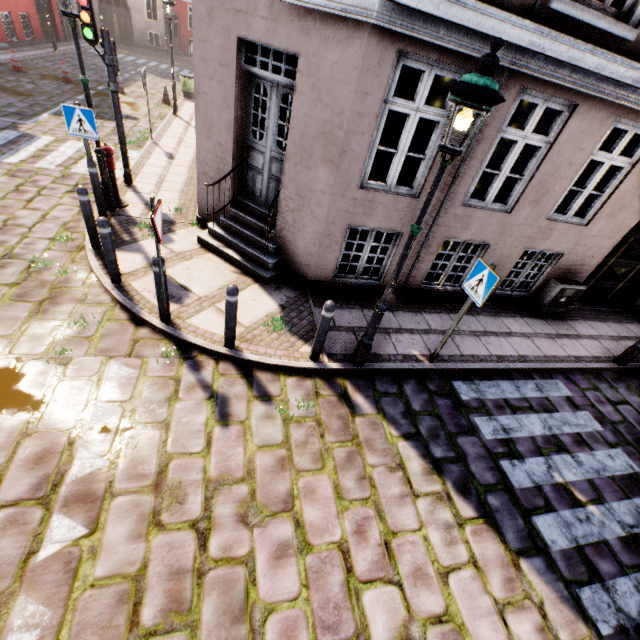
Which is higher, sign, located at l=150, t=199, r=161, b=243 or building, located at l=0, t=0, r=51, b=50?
sign, located at l=150, t=199, r=161, b=243

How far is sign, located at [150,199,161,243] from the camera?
3.58m

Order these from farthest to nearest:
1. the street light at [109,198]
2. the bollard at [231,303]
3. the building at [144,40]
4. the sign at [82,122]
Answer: the building at [144,40] < the street light at [109,198] < the sign at [82,122] < the bollard at [231,303]

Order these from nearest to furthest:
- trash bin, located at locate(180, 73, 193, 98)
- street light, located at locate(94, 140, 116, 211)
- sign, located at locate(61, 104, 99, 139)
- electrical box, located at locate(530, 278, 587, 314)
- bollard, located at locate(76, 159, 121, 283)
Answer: bollard, located at locate(76, 159, 121, 283) < sign, located at locate(61, 104, 99, 139) < street light, located at locate(94, 140, 116, 211) < electrical box, located at locate(530, 278, 587, 314) < trash bin, located at locate(180, 73, 193, 98)

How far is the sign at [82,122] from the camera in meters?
5.7

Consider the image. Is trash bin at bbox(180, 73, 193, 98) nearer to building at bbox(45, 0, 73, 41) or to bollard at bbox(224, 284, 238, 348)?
building at bbox(45, 0, 73, 41)

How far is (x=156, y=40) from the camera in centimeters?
3131cm

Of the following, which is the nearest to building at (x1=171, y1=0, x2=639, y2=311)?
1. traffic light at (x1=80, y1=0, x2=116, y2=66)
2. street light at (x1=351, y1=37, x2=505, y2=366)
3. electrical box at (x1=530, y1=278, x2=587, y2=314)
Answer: electrical box at (x1=530, y1=278, x2=587, y2=314)
